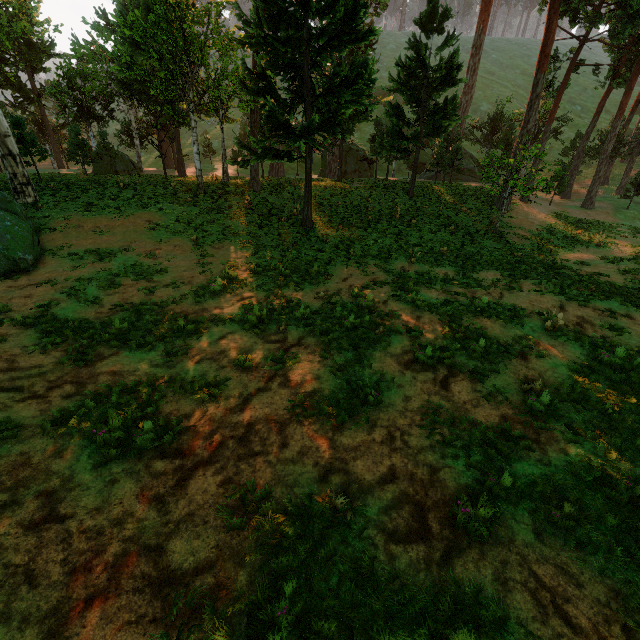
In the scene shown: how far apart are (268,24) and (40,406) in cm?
1810
